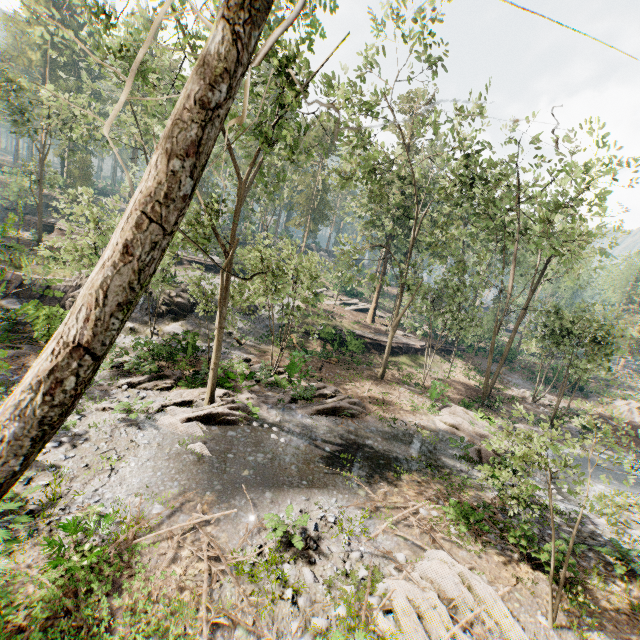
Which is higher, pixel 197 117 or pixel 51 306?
pixel 197 117

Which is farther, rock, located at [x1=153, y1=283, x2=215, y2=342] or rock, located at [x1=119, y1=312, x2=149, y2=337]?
rock, located at [x1=153, y1=283, x2=215, y2=342]

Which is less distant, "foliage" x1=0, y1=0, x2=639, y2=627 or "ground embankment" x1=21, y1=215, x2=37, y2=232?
"foliage" x1=0, y1=0, x2=639, y2=627

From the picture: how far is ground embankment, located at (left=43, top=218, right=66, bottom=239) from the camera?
40.9 meters

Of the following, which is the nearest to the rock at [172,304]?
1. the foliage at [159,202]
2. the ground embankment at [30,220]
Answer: the foliage at [159,202]

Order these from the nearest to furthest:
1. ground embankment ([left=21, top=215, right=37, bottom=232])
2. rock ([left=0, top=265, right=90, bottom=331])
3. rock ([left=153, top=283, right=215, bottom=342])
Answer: rock ([left=0, top=265, right=90, bottom=331])
rock ([left=153, top=283, right=215, bottom=342])
ground embankment ([left=21, top=215, right=37, bottom=232])

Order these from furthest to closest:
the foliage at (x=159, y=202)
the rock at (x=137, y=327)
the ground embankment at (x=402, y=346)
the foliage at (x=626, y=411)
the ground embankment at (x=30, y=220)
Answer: the ground embankment at (x=30, y=220) → the ground embankment at (x=402, y=346) → the rock at (x=137, y=327) → the foliage at (x=626, y=411) → the foliage at (x=159, y=202)

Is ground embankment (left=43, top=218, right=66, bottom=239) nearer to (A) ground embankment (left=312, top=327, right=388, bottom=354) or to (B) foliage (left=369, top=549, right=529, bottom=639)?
(B) foliage (left=369, top=549, right=529, bottom=639)
